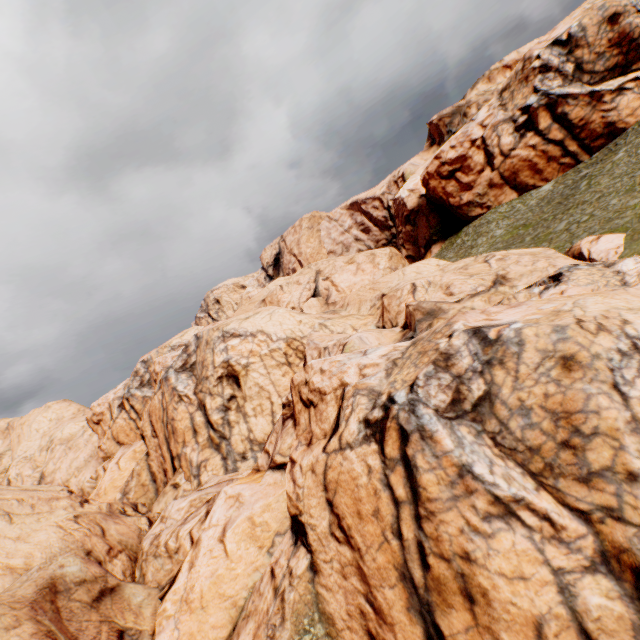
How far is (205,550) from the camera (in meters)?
13.91
